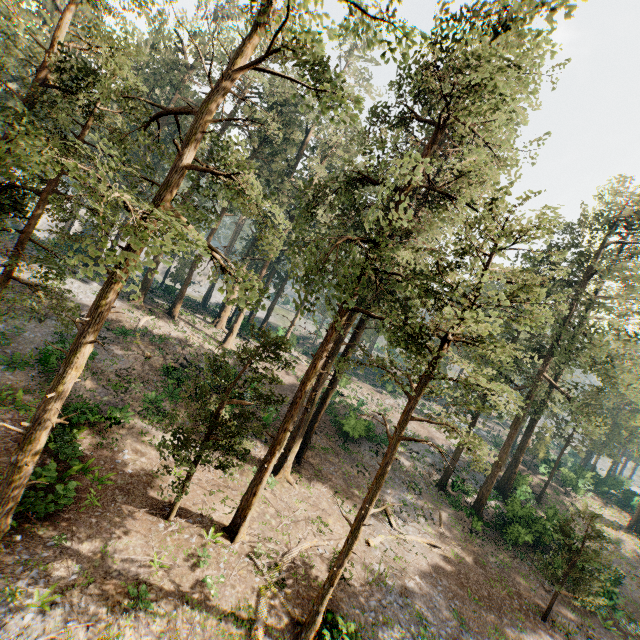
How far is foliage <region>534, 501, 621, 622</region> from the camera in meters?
18.8

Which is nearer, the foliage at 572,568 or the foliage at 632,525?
the foliage at 572,568

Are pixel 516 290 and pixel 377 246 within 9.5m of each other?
yes

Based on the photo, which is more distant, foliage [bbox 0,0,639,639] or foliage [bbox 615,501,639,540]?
foliage [bbox 615,501,639,540]

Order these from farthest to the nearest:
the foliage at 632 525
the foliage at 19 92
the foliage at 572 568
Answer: the foliage at 632 525 → the foliage at 572 568 → the foliage at 19 92

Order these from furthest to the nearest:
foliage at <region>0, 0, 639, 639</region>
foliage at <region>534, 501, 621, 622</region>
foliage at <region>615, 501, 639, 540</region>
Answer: foliage at <region>615, 501, 639, 540</region>, foliage at <region>534, 501, 621, 622</region>, foliage at <region>0, 0, 639, 639</region>
